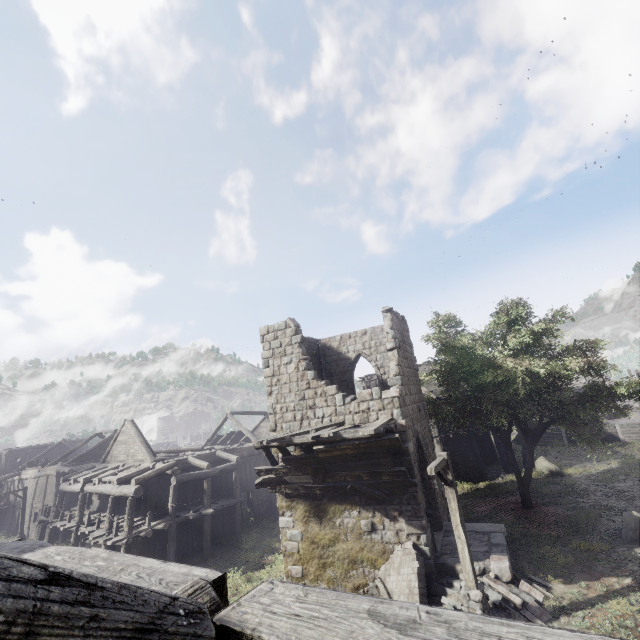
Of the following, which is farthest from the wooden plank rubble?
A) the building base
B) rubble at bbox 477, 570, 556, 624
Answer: the building base

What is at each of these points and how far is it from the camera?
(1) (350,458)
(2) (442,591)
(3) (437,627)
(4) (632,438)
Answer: (1) wooden plank rubble, 11.23m
(2) rubble, 10.29m
(3) building, 1.20m
(4) stairs, 29.28m

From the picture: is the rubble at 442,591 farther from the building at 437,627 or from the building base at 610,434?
the building base at 610,434

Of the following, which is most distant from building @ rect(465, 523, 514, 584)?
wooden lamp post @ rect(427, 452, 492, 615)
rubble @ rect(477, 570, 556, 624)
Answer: wooden lamp post @ rect(427, 452, 492, 615)

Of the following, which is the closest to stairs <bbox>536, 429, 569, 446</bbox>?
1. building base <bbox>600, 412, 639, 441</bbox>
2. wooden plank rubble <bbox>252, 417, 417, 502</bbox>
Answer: building base <bbox>600, 412, 639, 441</bbox>

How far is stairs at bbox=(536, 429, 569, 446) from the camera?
32.00m

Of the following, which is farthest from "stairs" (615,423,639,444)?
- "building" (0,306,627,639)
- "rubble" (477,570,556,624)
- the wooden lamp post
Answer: the wooden lamp post

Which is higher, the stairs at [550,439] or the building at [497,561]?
the building at [497,561]
